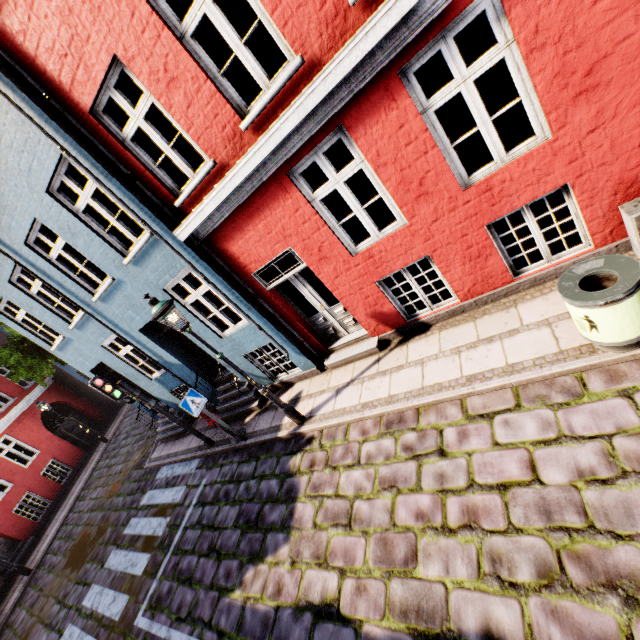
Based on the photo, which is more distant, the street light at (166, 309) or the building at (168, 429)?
the building at (168, 429)

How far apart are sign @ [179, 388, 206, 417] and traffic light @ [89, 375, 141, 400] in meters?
1.7 m

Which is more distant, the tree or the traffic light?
the tree

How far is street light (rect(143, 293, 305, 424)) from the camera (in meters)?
5.38

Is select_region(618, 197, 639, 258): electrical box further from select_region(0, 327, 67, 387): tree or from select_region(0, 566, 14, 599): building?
select_region(0, 327, 67, 387): tree

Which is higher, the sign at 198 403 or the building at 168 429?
the sign at 198 403

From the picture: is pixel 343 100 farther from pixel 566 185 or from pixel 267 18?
pixel 566 185

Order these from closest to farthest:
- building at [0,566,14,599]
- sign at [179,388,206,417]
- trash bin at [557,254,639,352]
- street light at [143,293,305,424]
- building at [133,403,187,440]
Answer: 1. trash bin at [557,254,639,352]
2. street light at [143,293,305,424]
3. sign at [179,388,206,417]
4. building at [133,403,187,440]
5. building at [0,566,14,599]
